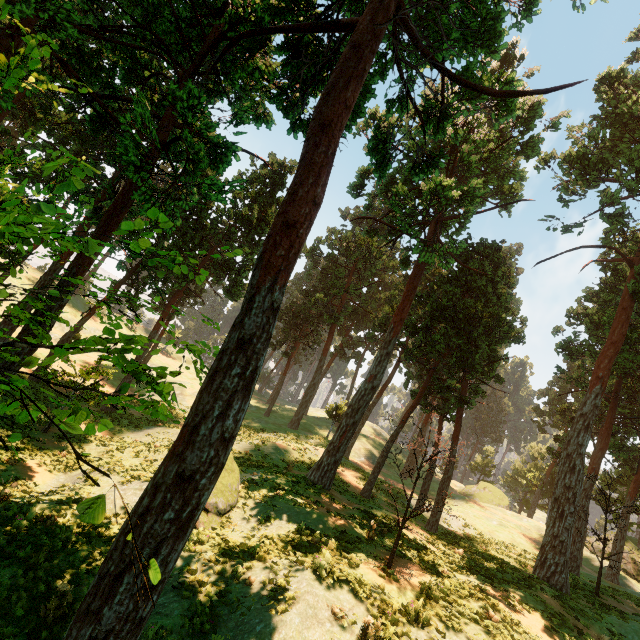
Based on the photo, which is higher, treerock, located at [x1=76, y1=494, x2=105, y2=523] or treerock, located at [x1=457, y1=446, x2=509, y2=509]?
treerock, located at [x1=457, y1=446, x2=509, y2=509]

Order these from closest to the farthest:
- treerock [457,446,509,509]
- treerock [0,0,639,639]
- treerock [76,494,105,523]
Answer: Result: treerock [76,494,105,523] → treerock [0,0,639,639] → treerock [457,446,509,509]

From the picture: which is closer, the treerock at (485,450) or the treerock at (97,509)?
the treerock at (97,509)

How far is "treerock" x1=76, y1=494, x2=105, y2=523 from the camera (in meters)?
2.60

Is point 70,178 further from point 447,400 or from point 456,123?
point 447,400

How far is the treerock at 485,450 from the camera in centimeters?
4640cm

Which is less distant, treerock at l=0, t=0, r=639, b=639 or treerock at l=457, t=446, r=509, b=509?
treerock at l=0, t=0, r=639, b=639
